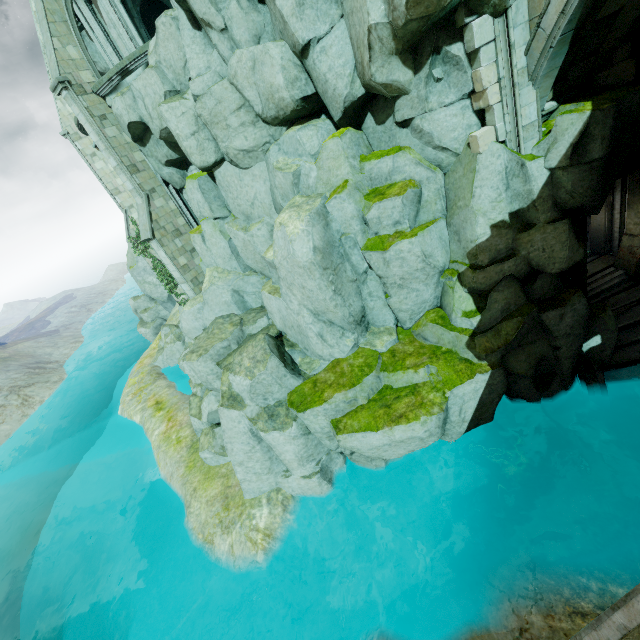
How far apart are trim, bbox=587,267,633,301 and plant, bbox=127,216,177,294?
22.3 meters

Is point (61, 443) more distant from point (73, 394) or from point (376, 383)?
point (376, 383)

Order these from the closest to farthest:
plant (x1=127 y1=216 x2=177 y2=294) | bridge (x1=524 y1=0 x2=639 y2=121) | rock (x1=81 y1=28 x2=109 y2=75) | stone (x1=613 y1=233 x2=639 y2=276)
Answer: bridge (x1=524 y1=0 x2=639 y2=121) < stone (x1=613 y1=233 x2=639 y2=276) < rock (x1=81 y1=28 x2=109 y2=75) < plant (x1=127 y1=216 x2=177 y2=294)

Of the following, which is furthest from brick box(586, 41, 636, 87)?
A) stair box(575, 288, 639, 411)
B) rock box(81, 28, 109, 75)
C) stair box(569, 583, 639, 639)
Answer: rock box(81, 28, 109, 75)

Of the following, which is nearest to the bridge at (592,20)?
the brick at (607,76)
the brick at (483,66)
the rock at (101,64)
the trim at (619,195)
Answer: the brick at (607,76)

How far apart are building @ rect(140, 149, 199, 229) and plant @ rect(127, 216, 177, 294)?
5.7m

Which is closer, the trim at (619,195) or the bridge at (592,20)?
the bridge at (592,20)

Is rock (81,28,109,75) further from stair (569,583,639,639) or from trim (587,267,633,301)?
stair (569,583,639,639)
